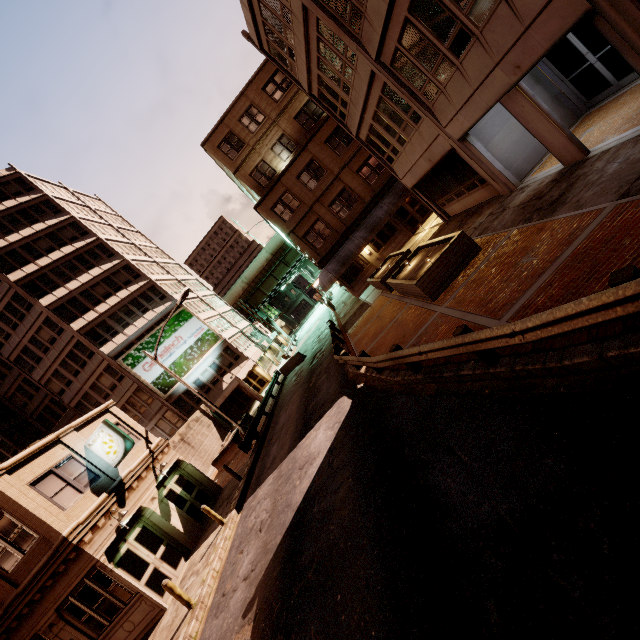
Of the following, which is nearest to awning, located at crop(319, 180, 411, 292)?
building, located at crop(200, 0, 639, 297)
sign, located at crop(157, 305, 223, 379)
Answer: building, located at crop(200, 0, 639, 297)

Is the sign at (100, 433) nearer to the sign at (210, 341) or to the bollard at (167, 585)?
the bollard at (167, 585)

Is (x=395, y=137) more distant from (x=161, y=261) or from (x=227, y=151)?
(x=161, y=261)

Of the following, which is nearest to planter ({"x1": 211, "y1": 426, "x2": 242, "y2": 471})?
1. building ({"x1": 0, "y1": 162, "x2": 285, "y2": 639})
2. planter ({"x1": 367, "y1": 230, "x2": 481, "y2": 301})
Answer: building ({"x1": 0, "y1": 162, "x2": 285, "y2": 639})

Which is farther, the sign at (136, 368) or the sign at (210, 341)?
the sign at (210, 341)

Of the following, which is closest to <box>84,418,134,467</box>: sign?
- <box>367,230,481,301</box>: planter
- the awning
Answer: <box>367,230,481,301</box>: planter

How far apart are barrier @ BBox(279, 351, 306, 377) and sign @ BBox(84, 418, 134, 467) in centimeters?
1636cm

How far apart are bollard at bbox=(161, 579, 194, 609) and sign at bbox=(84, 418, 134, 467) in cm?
649
